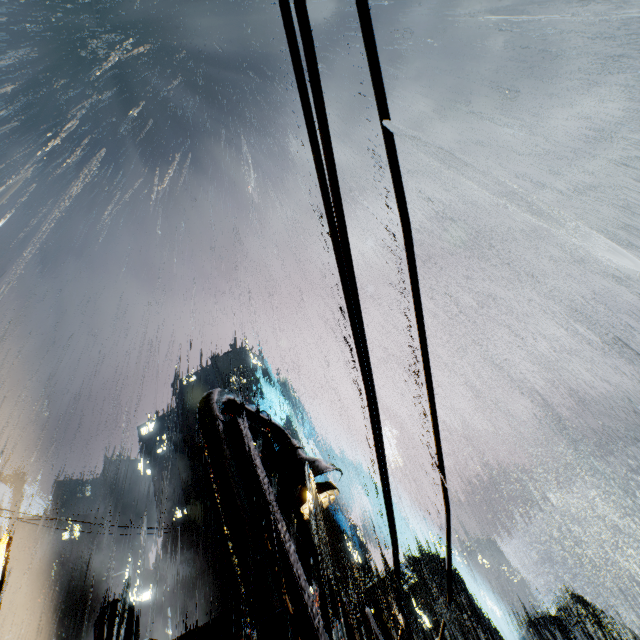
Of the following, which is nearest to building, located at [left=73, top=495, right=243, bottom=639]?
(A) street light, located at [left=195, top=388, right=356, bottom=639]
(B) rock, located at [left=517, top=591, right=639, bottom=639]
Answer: (A) street light, located at [left=195, top=388, right=356, bottom=639]

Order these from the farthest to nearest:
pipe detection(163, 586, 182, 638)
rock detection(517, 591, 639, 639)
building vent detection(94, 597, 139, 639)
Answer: rock detection(517, 591, 639, 639), pipe detection(163, 586, 182, 638), building vent detection(94, 597, 139, 639)

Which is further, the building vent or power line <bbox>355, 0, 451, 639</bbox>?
the building vent

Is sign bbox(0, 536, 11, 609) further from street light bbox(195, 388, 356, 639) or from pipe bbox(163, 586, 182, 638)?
pipe bbox(163, 586, 182, 638)

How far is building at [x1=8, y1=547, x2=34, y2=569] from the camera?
53.6 meters

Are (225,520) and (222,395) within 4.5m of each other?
yes

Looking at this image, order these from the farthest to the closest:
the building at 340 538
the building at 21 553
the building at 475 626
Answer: the building at 21 553
the building at 475 626
the building at 340 538

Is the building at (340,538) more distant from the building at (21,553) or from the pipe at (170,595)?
the building at (21,553)
